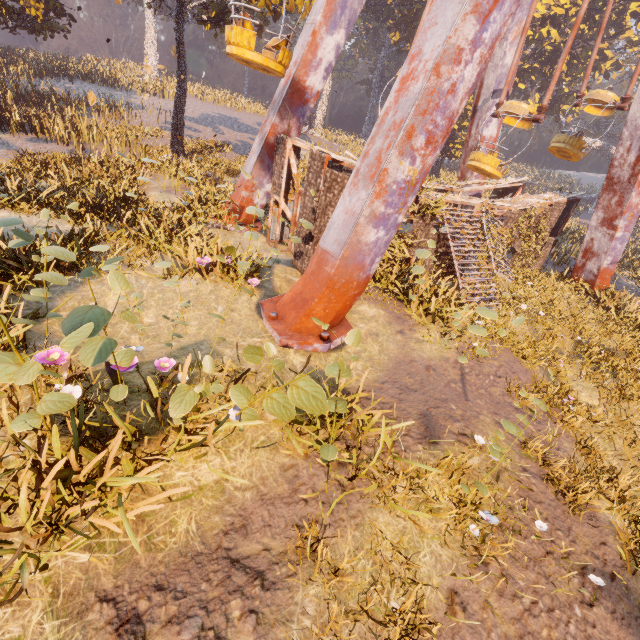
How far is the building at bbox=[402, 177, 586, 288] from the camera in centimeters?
1175cm

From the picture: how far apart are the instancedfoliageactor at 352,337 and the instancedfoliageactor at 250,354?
1.1m

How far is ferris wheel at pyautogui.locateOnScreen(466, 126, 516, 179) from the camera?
13.36m

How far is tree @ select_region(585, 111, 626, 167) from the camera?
44.84m

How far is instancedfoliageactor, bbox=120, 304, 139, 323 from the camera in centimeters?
386cm

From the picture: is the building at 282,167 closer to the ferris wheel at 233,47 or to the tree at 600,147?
the ferris wheel at 233,47

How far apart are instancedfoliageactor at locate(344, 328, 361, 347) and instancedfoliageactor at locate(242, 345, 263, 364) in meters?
1.1 m

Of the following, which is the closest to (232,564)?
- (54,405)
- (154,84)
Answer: (54,405)
